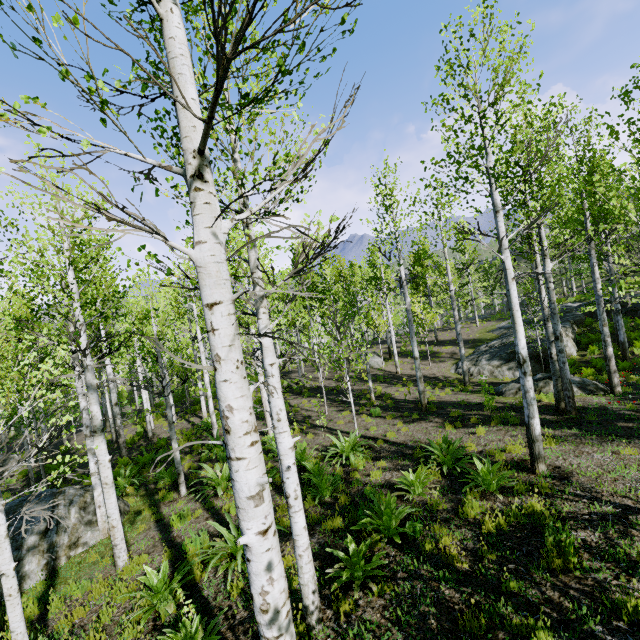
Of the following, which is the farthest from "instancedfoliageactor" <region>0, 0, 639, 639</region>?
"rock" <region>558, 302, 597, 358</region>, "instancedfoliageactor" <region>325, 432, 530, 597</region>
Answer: "instancedfoliageactor" <region>325, 432, 530, 597</region>

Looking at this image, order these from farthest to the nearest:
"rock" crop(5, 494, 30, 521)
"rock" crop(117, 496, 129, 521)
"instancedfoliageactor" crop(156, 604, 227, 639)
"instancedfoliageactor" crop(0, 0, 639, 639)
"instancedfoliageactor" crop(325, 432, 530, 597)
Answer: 1. "rock" crop(117, 496, 129, 521)
2. "rock" crop(5, 494, 30, 521)
3. "instancedfoliageactor" crop(325, 432, 530, 597)
4. "instancedfoliageactor" crop(156, 604, 227, 639)
5. "instancedfoliageactor" crop(0, 0, 639, 639)

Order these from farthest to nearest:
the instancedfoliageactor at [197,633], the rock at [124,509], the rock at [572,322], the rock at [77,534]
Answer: the rock at [572,322] → the rock at [124,509] → the rock at [77,534] → the instancedfoliageactor at [197,633]

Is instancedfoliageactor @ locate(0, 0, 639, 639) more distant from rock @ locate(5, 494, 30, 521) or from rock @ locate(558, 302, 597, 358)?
rock @ locate(558, 302, 597, 358)

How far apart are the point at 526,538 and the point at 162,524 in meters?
8.2 m

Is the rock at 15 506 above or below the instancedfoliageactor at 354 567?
above

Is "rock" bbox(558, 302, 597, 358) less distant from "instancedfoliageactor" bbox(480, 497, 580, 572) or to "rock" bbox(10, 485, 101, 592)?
"rock" bbox(10, 485, 101, 592)

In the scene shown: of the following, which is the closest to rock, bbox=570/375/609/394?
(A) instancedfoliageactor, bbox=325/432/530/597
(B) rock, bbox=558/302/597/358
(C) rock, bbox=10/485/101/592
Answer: (B) rock, bbox=558/302/597/358
